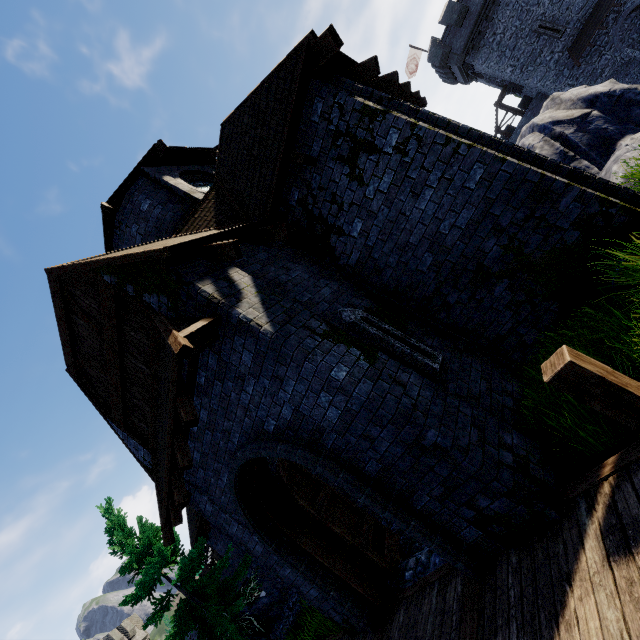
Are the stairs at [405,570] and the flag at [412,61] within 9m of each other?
no

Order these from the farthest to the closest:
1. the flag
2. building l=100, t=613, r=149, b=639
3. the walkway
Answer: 1. the flag
2. building l=100, t=613, r=149, b=639
3. the walkway

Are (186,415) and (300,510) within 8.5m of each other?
yes

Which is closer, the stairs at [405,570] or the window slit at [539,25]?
the stairs at [405,570]

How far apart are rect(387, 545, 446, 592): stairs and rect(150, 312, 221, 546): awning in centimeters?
440cm

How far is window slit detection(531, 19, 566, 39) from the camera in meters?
25.5 m

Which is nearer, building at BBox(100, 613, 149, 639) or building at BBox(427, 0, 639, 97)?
building at BBox(427, 0, 639, 97)

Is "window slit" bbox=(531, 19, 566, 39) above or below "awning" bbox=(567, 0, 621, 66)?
above
